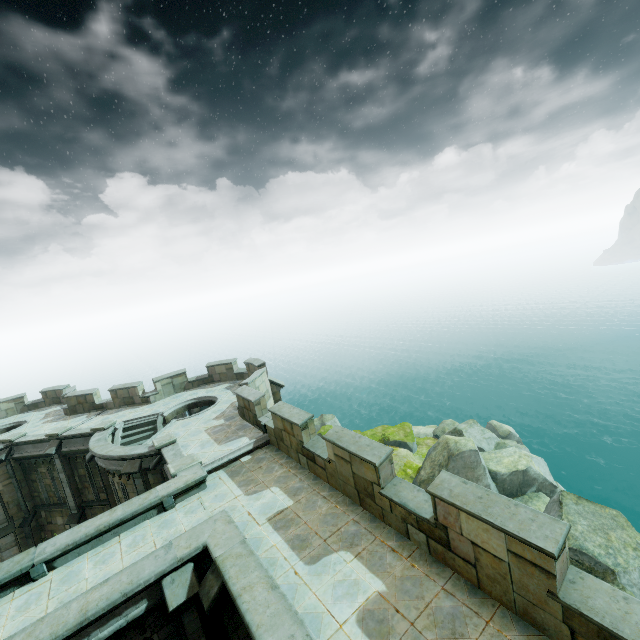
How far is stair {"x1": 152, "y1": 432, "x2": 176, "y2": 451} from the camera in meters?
14.2

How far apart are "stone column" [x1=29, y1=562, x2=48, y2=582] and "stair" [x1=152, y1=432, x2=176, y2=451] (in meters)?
5.29

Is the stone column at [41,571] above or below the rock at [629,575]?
above

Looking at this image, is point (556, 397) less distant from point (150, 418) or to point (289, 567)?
point (150, 418)

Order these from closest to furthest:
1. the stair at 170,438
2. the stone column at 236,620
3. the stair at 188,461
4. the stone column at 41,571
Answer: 1. the stone column at 236,620
2. the stone column at 41,571
3. the stair at 188,461
4. the stair at 170,438

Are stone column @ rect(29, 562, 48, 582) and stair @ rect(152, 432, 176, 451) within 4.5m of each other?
no

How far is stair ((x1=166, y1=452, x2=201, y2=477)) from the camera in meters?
11.9 m

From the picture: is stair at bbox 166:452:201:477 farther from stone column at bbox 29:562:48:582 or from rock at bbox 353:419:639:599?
rock at bbox 353:419:639:599
